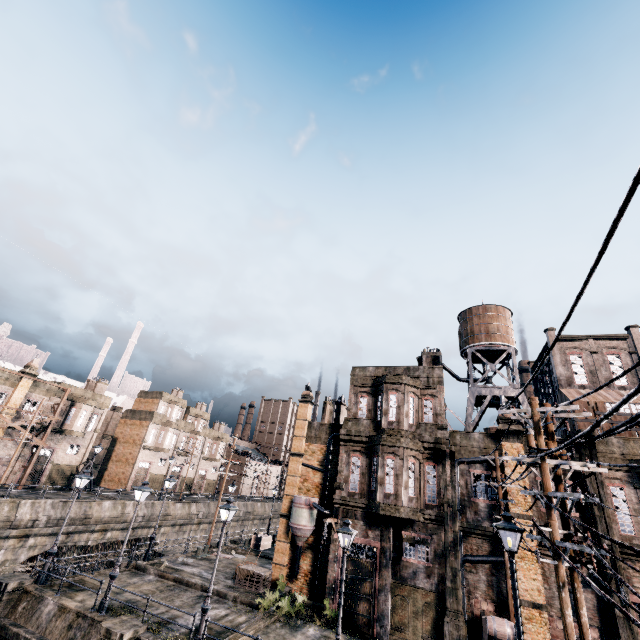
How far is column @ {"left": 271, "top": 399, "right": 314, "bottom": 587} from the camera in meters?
24.1 m

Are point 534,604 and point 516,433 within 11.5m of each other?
yes

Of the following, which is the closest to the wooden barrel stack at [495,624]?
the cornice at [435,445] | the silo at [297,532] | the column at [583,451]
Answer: the column at [583,451]

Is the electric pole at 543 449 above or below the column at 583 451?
below

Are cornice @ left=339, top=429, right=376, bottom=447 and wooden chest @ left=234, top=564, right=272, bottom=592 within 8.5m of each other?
no

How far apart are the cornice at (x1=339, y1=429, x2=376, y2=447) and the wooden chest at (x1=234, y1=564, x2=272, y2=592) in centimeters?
1010cm

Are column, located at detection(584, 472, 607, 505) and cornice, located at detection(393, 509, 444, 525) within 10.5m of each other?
yes

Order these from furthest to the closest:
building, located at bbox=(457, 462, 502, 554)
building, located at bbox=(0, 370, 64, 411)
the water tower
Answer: building, located at bbox=(0, 370, 64, 411), the water tower, building, located at bbox=(457, 462, 502, 554)
